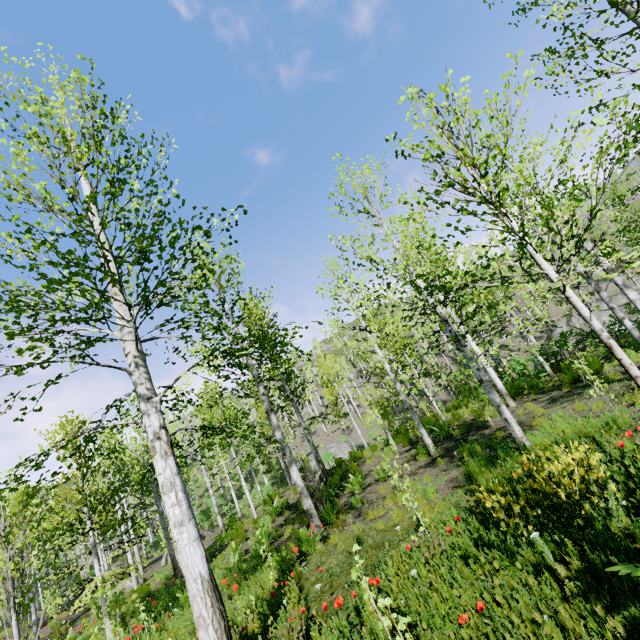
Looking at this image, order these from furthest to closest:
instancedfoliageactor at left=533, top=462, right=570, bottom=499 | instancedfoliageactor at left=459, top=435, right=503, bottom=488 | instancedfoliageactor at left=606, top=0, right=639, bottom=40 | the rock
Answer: the rock
instancedfoliageactor at left=459, top=435, right=503, bottom=488
instancedfoliageactor at left=606, top=0, right=639, bottom=40
instancedfoliageactor at left=533, top=462, right=570, bottom=499

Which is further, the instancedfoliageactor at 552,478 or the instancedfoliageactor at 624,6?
the instancedfoliageactor at 624,6

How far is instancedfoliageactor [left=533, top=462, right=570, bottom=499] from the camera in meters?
3.5 m

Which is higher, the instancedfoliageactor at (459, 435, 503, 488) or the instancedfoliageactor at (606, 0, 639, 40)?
the instancedfoliageactor at (606, 0, 639, 40)

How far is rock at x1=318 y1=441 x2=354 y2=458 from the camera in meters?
31.4

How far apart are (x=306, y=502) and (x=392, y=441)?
7.5m

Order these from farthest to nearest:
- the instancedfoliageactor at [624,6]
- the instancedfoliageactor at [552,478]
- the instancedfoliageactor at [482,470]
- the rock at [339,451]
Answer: the rock at [339,451]
the instancedfoliageactor at [482,470]
the instancedfoliageactor at [624,6]
the instancedfoliageactor at [552,478]
